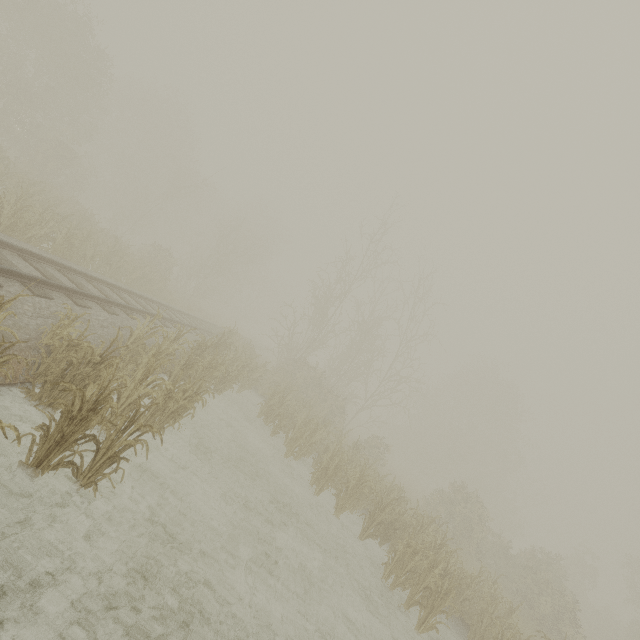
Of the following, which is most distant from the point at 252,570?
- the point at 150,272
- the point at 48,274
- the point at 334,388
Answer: the point at 334,388
